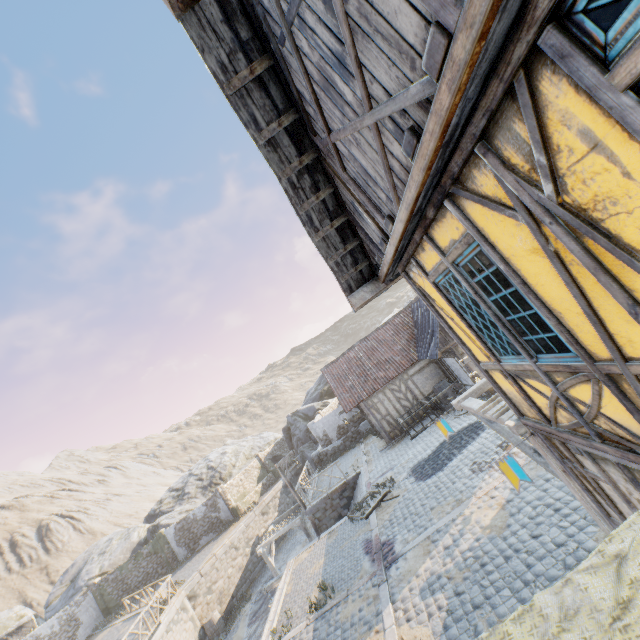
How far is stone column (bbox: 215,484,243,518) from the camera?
28.4 meters

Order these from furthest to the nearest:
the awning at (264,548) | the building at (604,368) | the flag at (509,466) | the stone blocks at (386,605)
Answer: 1. the awning at (264,548)
2. the stone blocks at (386,605)
3. the flag at (509,466)
4. the building at (604,368)

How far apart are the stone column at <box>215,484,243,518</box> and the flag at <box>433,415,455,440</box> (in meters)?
26.77

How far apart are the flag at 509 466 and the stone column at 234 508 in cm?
2950

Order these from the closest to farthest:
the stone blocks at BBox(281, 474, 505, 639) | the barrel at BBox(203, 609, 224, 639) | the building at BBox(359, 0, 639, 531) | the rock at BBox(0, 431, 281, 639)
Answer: the building at BBox(359, 0, 639, 531), the stone blocks at BBox(281, 474, 505, 639), the barrel at BBox(203, 609, 224, 639), the rock at BBox(0, 431, 281, 639)

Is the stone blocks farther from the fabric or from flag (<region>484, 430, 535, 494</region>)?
the fabric

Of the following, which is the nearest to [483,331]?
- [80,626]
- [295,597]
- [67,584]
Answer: [295,597]

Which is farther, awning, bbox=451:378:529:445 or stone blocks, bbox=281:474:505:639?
stone blocks, bbox=281:474:505:639
